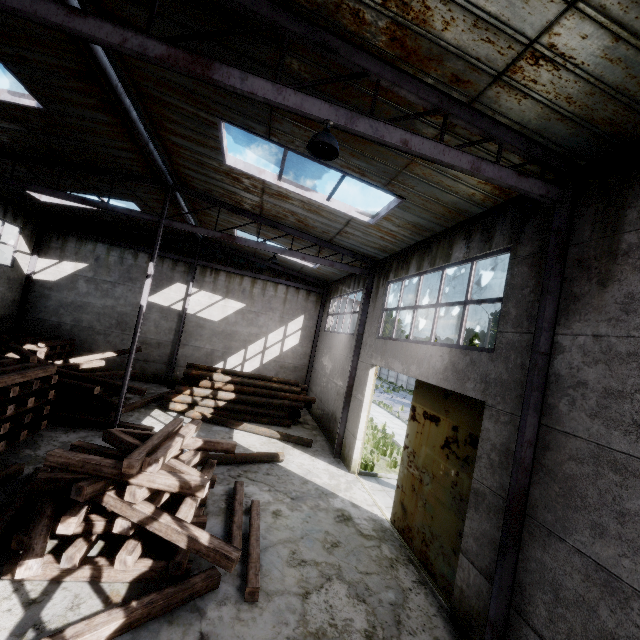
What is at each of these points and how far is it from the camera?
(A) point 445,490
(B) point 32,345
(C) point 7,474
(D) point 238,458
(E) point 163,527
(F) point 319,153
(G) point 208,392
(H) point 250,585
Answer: (A) door, 6.8 meters
(B) wooden beam stack, 14.4 meters
(C) wooden beam pile, 6.9 meters
(D) log, 10.0 meters
(E) wooden beam pile, 5.2 meters
(F) ceiling lamp, 4.3 meters
(G) log pile, 14.3 meters
(H) wooden beam pile, 5.3 meters

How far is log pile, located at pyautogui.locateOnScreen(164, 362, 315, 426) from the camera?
14.1 meters

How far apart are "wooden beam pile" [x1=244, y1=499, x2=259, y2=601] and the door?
3.5 meters

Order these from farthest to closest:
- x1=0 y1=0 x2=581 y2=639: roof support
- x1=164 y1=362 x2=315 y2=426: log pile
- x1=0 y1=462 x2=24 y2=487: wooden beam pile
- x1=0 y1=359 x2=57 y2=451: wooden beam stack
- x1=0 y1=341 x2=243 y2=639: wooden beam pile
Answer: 1. x1=164 y1=362 x2=315 y2=426: log pile
2. x1=0 y1=359 x2=57 y2=451: wooden beam stack
3. x1=0 y1=462 x2=24 y2=487: wooden beam pile
4. x1=0 y1=341 x2=243 y2=639: wooden beam pile
5. x1=0 y1=0 x2=581 y2=639: roof support

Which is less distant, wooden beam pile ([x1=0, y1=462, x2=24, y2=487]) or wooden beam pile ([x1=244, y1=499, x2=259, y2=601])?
wooden beam pile ([x1=244, y1=499, x2=259, y2=601])

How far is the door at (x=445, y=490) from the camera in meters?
6.2

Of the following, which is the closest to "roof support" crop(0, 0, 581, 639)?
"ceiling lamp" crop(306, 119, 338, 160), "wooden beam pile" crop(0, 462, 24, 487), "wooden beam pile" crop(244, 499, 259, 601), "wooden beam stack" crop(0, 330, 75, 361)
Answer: "ceiling lamp" crop(306, 119, 338, 160)

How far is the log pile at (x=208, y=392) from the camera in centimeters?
1409cm
